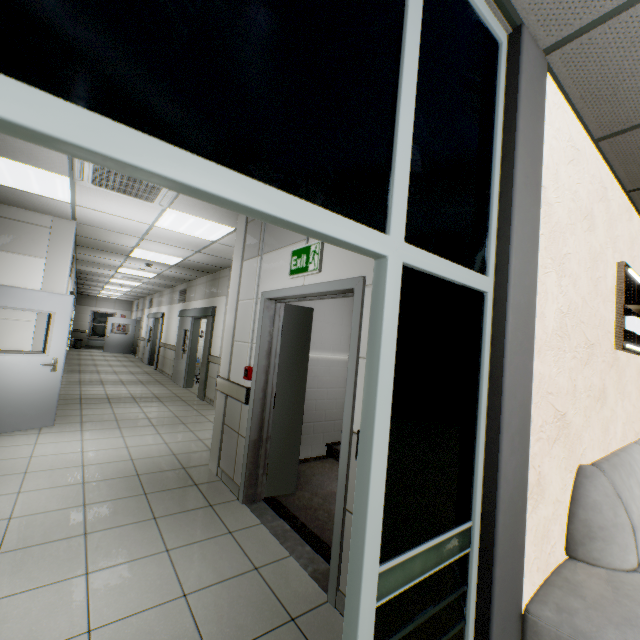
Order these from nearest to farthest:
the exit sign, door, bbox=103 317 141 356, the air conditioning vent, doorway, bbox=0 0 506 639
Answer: doorway, bbox=0 0 506 639, the exit sign, the air conditioning vent, door, bbox=103 317 141 356

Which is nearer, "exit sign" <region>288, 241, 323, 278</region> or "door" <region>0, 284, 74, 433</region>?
"exit sign" <region>288, 241, 323, 278</region>

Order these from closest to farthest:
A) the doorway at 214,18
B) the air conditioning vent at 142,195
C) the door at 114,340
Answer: the doorway at 214,18 < the air conditioning vent at 142,195 < the door at 114,340

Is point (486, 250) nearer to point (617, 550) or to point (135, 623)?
point (617, 550)

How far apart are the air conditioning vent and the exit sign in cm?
157

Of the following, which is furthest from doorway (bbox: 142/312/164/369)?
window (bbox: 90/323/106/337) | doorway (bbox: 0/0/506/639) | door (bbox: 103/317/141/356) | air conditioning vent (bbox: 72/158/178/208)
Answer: doorway (bbox: 0/0/506/639)

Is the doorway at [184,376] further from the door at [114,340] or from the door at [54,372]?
the door at [114,340]

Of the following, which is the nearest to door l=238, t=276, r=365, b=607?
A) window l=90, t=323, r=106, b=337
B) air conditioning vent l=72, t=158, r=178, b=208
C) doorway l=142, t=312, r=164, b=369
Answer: air conditioning vent l=72, t=158, r=178, b=208
